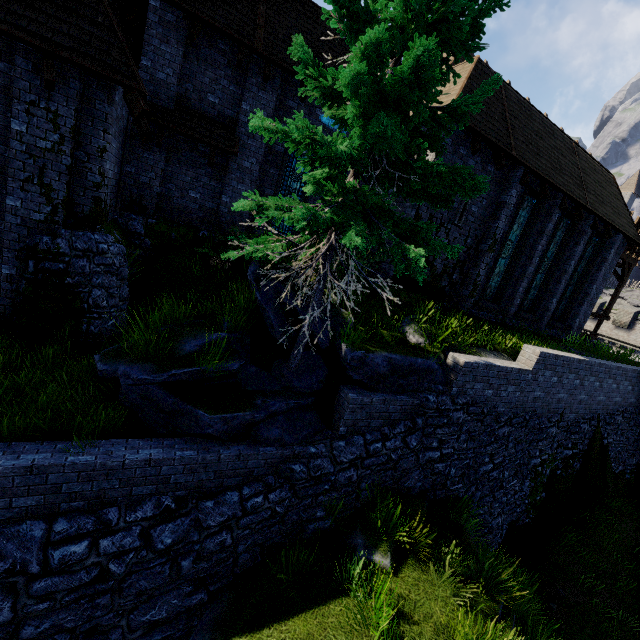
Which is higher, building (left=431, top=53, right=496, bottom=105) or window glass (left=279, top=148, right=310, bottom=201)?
building (left=431, top=53, right=496, bottom=105)

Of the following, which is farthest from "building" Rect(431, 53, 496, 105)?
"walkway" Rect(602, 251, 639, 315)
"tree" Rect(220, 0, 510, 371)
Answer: "tree" Rect(220, 0, 510, 371)

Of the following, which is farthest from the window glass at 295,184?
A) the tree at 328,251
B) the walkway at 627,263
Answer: the walkway at 627,263

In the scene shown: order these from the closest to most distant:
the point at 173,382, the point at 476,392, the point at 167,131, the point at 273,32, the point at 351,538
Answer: the point at 173,382
the point at 351,538
the point at 476,392
the point at 167,131
the point at 273,32

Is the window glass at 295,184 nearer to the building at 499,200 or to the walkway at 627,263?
the building at 499,200

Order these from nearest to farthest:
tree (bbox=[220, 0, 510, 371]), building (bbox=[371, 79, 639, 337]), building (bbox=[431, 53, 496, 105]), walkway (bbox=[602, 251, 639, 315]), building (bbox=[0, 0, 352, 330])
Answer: tree (bbox=[220, 0, 510, 371]) → building (bbox=[0, 0, 352, 330]) → building (bbox=[431, 53, 496, 105]) → building (bbox=[371, 79, 639, 337]) → walkway (bbox=[602, 251, 639, 315])

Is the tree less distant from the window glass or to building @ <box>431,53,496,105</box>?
building @ <box>431,53,496,105</box>

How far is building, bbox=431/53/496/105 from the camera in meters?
10.8
